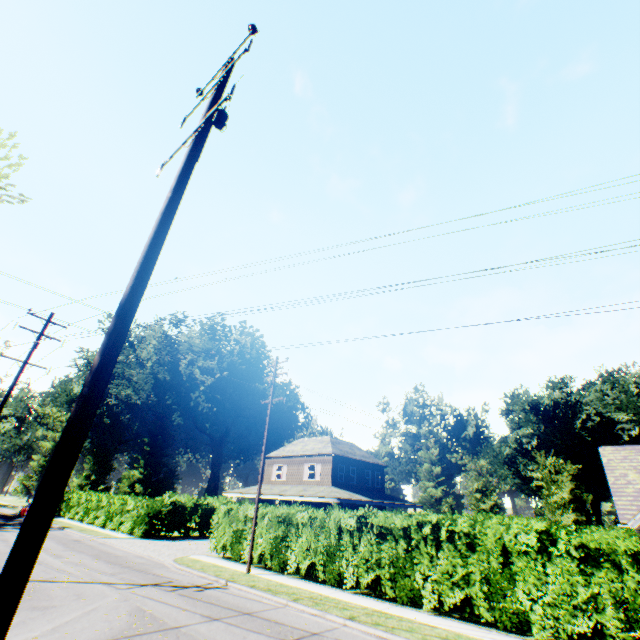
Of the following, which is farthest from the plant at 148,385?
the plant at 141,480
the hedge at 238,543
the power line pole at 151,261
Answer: the power line pole at 151,261

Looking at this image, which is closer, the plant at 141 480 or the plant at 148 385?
the plant at 141 480

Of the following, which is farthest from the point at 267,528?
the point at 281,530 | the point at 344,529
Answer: the point at 344,529

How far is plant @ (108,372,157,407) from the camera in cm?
5700

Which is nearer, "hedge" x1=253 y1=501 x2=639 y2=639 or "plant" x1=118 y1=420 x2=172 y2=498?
"hedge" x1=253 y1=501 x2=639 y2=639

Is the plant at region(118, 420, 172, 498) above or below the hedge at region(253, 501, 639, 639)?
above

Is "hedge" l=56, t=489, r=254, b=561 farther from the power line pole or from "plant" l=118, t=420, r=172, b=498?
the power line pole

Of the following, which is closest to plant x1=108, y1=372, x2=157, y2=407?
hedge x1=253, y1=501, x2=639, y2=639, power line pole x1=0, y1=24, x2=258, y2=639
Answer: hedge x1=253, y1=501, x2=639, y2=639
